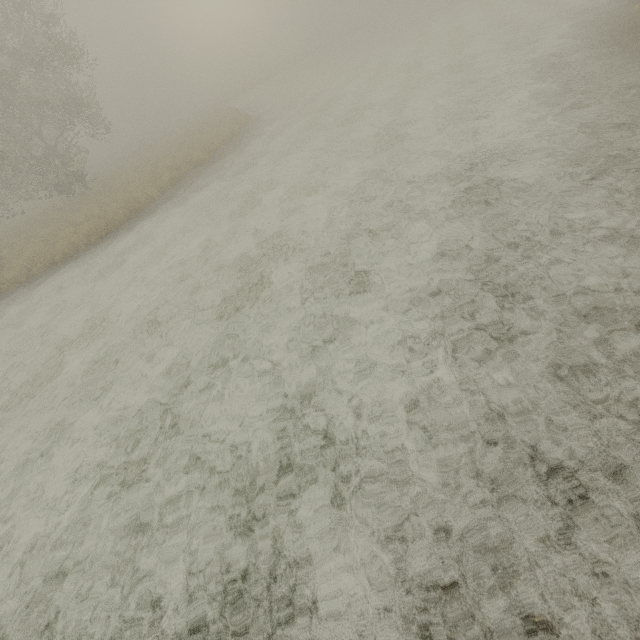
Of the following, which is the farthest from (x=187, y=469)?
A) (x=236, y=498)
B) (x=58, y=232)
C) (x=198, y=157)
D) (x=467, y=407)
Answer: (x=198, y=157)
